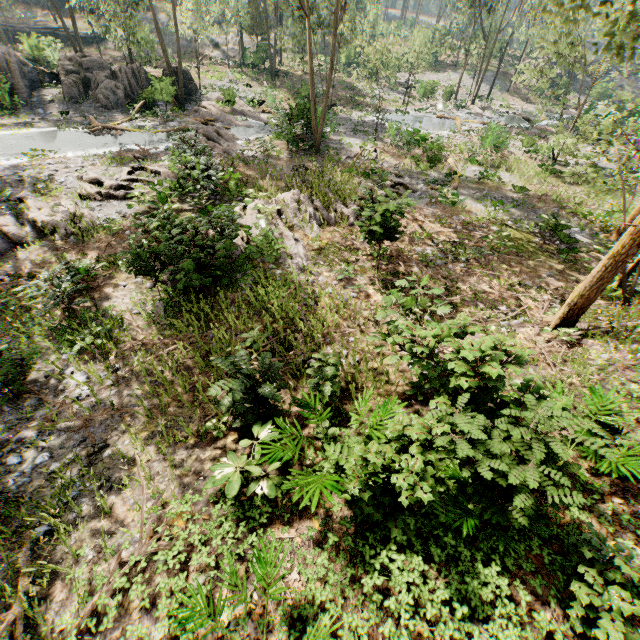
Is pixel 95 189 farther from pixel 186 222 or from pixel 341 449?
pixel 341 449

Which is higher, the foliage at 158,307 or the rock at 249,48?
the rock at 249,48

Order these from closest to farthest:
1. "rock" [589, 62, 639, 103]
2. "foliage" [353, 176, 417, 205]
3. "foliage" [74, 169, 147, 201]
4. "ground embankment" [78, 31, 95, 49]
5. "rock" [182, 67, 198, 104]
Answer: "foliage" [353, 176, 417, 205]
"foliage" [74, 169, 147, 201]
"rock" [182, 67, 198, 104]
"ground embankment" [78, 31, 95, 49]
"rock" [589, 62, 639, 103]

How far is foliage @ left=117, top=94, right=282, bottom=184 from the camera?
14.7 meters

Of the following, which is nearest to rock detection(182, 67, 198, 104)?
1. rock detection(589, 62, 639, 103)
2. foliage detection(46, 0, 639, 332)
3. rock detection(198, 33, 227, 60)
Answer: foliage detection(46, 0, 639, 332)

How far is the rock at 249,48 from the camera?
37.1 meters

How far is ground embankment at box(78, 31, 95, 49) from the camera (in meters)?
41.22

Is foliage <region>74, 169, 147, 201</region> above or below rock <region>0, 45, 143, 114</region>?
below
